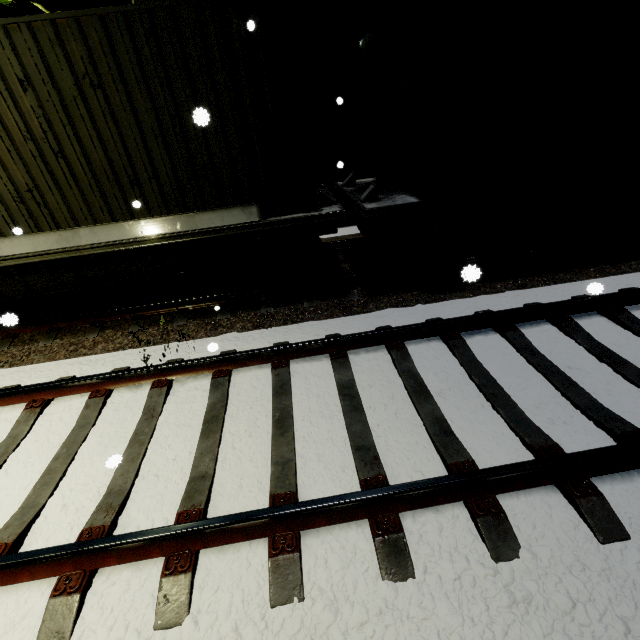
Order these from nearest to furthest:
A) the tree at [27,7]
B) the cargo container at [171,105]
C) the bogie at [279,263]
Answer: the cargo container at [171,105]
the bogie at [279,263]
the tree at [27,7]

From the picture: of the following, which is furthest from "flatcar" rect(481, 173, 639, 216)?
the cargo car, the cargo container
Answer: the cargo container

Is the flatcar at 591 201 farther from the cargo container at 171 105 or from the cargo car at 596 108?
the cargo container at 171 105

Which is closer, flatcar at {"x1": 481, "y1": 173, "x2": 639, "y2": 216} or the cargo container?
the cargo container

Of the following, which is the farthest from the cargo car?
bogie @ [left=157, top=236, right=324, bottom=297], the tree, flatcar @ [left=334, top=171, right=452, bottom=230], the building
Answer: the tree

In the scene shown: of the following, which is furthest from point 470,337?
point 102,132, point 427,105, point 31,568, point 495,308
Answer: point 102,132

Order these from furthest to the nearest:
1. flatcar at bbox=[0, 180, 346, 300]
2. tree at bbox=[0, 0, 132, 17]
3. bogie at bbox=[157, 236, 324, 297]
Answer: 1. tree at bbox=[0, 0, 132, 17]
2. bogie at bbox=[157, 236, 324, 297]
3. flatcar at bbox=[0, 180, 346, 300]
